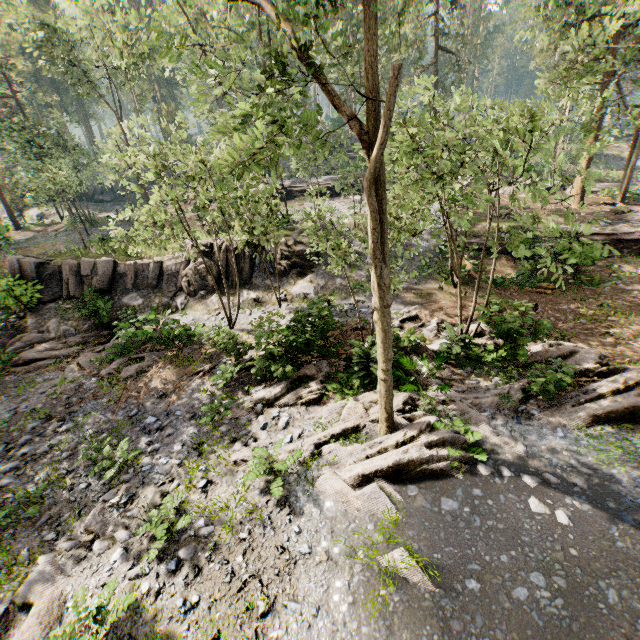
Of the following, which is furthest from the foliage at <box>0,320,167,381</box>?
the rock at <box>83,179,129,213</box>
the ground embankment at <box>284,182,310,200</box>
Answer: the rock at <box>83,179,129,213</box>

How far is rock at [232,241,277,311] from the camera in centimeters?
1861cm

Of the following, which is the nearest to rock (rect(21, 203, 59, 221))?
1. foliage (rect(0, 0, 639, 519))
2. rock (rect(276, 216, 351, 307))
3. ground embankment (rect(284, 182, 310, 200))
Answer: ground embankment (rect(284, 182, 310, 200))

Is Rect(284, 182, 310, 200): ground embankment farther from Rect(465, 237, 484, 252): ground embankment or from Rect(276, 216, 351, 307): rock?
Rect(465, 237, 484, 252): ground embankment

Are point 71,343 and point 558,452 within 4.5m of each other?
no

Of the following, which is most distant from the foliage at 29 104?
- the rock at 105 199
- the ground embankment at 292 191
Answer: the rock at 105 199

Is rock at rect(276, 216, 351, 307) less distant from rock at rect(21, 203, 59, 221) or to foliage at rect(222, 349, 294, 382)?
foliage at rect(222, 349, 294, 382)

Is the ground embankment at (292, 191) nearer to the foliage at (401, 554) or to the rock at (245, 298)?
the foliage at (401, 554)
